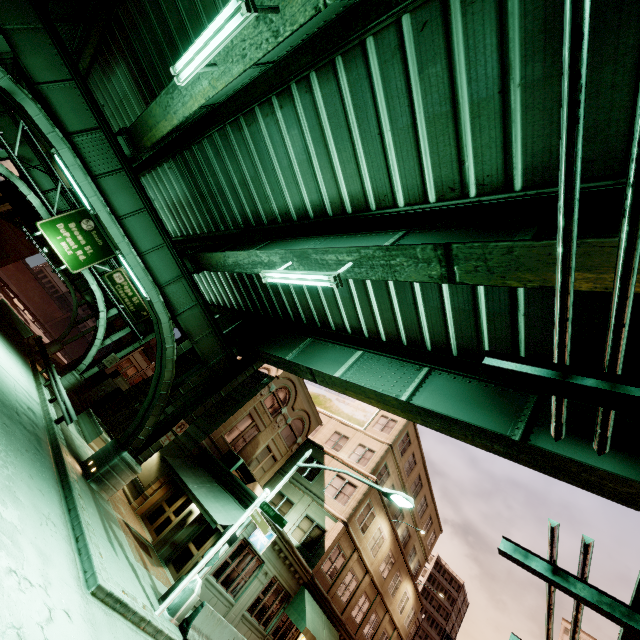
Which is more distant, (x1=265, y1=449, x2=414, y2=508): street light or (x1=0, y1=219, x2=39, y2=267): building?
(x1=0, y1=219, x2=39, y2=267): building

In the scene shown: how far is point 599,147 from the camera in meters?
6.3

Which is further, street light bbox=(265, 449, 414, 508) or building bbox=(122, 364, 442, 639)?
building bbox=(122, 364, 442, 639)

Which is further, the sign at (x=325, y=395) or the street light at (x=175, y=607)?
the sign at (x=325, y=395)

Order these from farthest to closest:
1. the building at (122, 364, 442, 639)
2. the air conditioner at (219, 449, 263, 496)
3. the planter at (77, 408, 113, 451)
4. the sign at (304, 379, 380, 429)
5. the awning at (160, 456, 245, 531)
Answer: the sign at (304, 379, 380, 429), the planter at (77, 408, 113, 451), the air conditioner at (219, 449, 263, 496), the building at (122, 364, 442, 639), the awning at (160, 456, 245, 531)

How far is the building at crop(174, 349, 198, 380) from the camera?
29.7m

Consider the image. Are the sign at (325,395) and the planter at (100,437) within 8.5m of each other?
no

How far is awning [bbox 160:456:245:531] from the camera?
14.97m
